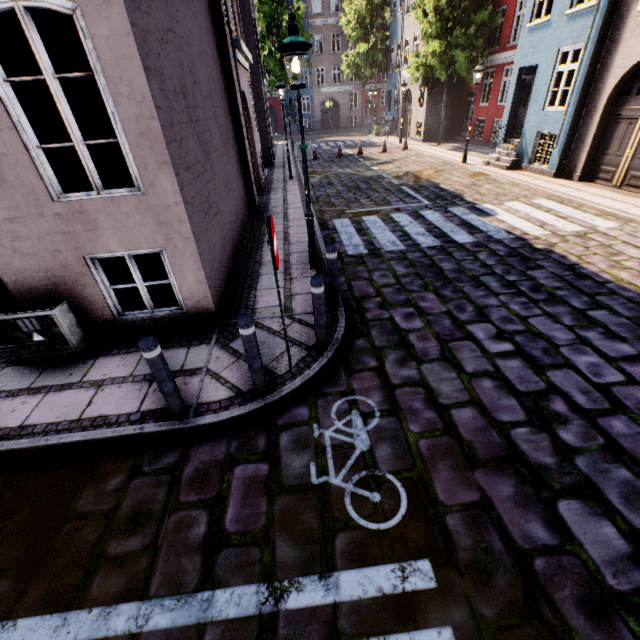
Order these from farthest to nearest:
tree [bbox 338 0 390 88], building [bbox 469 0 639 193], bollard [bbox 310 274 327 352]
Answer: tree [bbox 338 0 390 88] < building [bbox 469 0 639 193] < bollard [bbox 310 274 327 352]

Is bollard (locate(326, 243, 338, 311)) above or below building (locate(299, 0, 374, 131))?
below

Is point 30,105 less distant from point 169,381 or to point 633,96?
point 169,381

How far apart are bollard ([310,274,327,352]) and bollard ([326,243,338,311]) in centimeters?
89cm

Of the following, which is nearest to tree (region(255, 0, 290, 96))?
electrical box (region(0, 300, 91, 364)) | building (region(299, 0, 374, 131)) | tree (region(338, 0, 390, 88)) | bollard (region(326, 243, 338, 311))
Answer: tree (region(338, 0, 390, 88))

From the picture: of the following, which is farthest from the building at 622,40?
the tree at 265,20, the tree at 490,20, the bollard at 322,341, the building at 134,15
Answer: the building at 134,15

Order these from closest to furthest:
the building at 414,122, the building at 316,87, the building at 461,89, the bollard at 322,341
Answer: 1. the bollard at 322,341
2. the building at 461,89
3. the building at 414,122
4. the building at 316,87

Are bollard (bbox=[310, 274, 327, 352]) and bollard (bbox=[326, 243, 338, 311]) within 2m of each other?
yes
